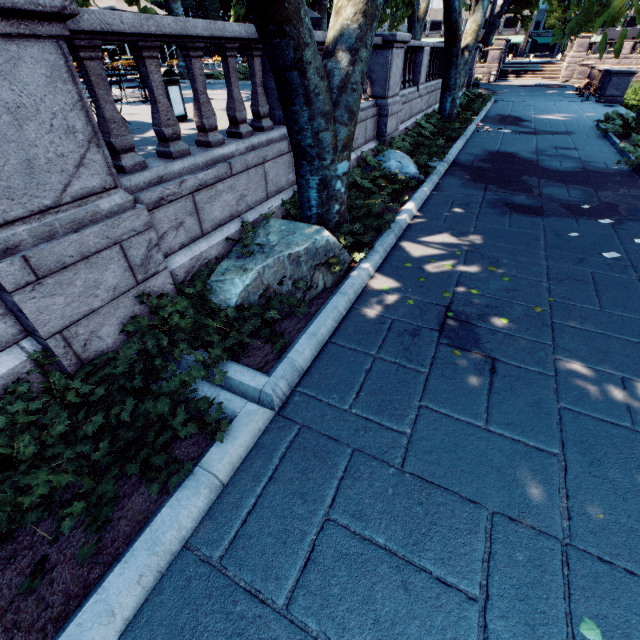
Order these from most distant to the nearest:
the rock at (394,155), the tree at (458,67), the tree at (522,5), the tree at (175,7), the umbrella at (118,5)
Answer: the tree at (522,5) → the tree at (175,7) → the tree at (458,67) → the umbrella at (118,5) → the rock at (394,155)

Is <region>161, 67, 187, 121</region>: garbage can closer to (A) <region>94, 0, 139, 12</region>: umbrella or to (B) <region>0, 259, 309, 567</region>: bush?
(A) <region>94, 0, 139, 12</region>: umbrella

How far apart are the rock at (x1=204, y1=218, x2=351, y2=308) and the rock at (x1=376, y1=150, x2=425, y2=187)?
3.89m

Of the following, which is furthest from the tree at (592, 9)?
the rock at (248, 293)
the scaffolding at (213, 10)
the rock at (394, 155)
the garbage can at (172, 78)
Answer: the scaffolding at (213, 10)

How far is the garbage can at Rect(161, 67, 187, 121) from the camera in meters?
7.5

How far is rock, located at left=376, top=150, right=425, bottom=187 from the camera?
8.1 meters

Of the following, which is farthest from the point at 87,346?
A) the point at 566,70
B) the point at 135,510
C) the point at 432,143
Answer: the point at 566,70

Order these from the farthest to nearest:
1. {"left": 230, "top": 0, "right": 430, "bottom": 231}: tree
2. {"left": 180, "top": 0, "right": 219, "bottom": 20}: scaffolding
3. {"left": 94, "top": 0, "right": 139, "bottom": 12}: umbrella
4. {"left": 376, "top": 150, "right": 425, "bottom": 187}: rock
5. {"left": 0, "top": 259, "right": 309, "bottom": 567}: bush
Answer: {"left": 180, "top": 0, "right": 219, "bottom": 20}: scaffolding
{"left": 94, "top": 0, "right": 139, "bottom": 12}: umbrella
{"left": 376, "top": 150, "right": 425, "bottom": 187}: rock
{"left": 230, "top": 0, "right": 430, "bottom": 231}: tree
{"left": 0, "top": 259, "right": 309, "bottom": 567}: bush
